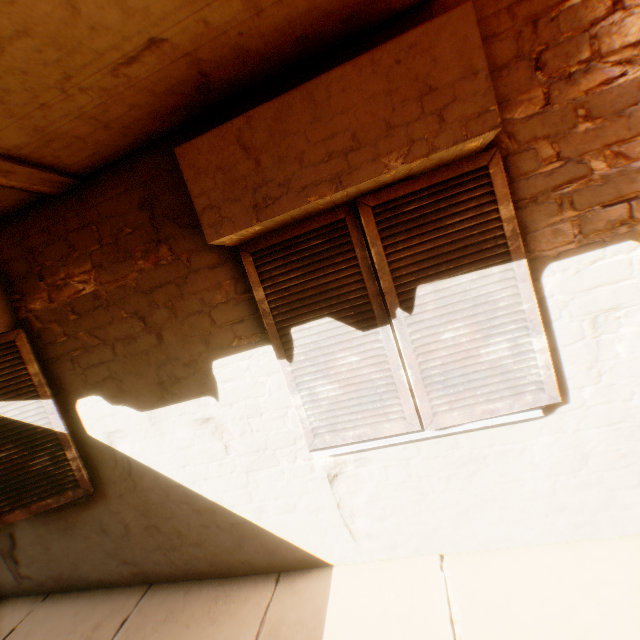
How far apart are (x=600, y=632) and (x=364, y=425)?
1.6 meters

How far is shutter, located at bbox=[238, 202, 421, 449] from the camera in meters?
2.0 m

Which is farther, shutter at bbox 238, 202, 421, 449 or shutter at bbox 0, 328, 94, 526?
shutter at bbox 0, 328, 94, 526

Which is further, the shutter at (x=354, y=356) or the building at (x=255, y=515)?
the shutter at (x=354, y=356)

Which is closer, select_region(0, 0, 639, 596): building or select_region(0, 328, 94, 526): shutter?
select_region(0, 0, 639, 596): building

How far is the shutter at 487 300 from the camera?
1.84m

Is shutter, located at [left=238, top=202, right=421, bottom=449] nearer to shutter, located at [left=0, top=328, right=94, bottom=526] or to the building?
the building

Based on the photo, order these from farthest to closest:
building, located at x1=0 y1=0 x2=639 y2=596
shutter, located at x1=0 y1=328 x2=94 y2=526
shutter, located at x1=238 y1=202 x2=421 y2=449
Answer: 1. shutter, located at x1=0 y1=328 x2=94 y2=526
2. shutter, located at x1=238 y1=202 x2=421 y2=449
3. building, located at x1=0 y1=0 x2=639 y2=596
